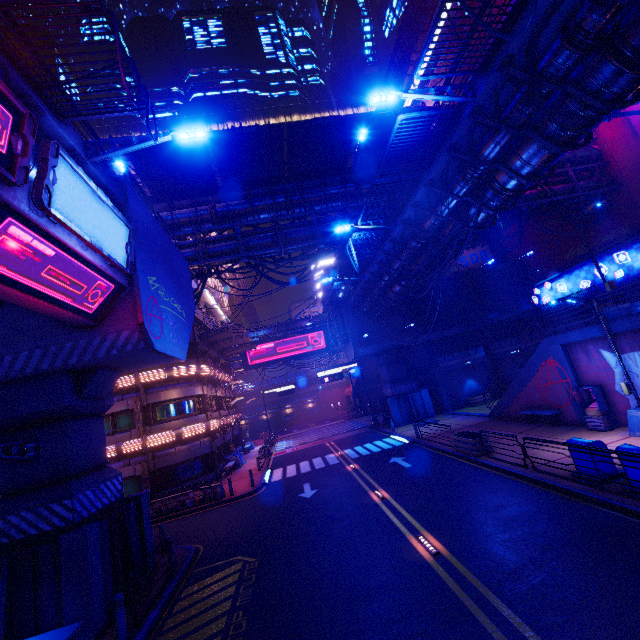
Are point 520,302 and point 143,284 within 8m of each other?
no

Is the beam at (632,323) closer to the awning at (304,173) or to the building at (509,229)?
the building at (509,229)

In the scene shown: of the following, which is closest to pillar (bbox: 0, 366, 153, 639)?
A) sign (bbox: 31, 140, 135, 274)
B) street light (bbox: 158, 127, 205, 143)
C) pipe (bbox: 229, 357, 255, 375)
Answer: sign (bbox: 31, 140, 135, 274)

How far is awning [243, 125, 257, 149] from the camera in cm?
1703

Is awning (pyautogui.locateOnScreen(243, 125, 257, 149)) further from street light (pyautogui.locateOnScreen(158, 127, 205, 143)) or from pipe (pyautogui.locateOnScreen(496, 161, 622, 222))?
street light (pyautogui.locateOnScreen(158, 127, 205, 143))

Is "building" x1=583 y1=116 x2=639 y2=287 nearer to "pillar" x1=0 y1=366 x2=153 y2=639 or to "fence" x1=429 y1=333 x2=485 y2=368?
"fence" x1=429 y1=333 x2=485 y2=368

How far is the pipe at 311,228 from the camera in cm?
2011

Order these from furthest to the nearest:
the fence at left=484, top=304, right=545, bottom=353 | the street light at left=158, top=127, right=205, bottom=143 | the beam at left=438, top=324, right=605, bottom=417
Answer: the fence at left=484, top=304, right=545, bottom=353, the beam at left=438, top=324, right=605, bottom=417, the street light at left=158, top=127, right=205, bottom=143
